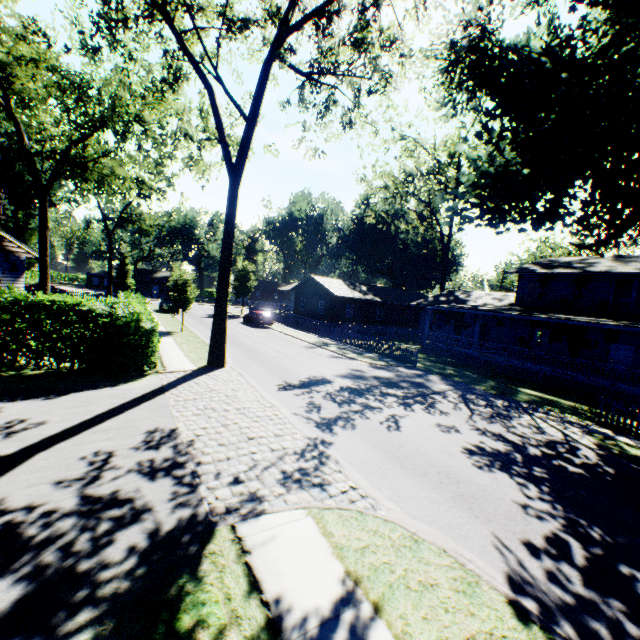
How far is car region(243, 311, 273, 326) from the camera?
34.59m

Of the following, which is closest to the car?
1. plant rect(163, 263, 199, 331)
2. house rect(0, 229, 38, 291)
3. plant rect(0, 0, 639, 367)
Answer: plant rect(163, 263, 199, 331)

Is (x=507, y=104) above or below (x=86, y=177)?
above

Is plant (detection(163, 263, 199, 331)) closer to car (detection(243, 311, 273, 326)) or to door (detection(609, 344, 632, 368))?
car (detection(243, 311, 273, 326))

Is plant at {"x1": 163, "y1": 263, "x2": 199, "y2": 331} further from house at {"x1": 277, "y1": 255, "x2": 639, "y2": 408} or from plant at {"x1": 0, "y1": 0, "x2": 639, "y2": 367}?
house at {"x1": 277, "y1": 255, "x2": 639, "y2": 408}

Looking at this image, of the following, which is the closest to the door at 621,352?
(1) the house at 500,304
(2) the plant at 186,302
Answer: (1) the house at 500,304

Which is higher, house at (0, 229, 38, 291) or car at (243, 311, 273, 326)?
house at (0, 229, 38, 291)

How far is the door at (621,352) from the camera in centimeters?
2166cm
